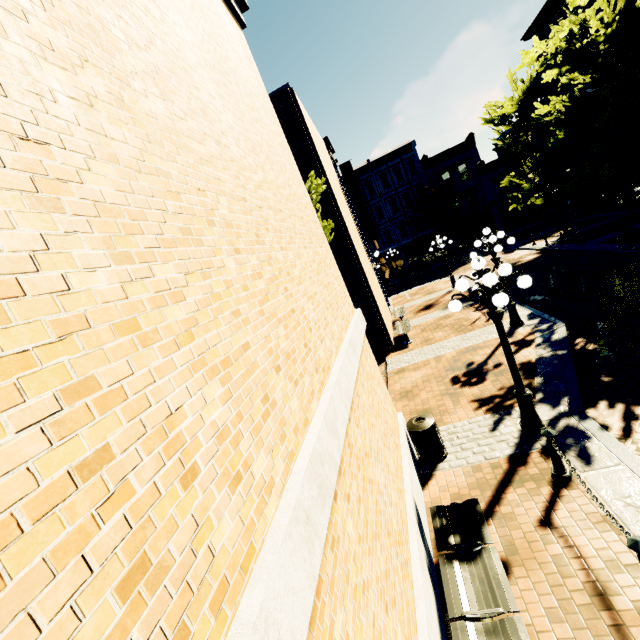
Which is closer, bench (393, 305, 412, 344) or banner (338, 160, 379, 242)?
bench (393, 305, 412, 344)

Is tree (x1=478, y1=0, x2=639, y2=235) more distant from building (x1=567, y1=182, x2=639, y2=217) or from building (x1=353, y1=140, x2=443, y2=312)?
building (x1=567, y1=182, x2=639, y2=217)

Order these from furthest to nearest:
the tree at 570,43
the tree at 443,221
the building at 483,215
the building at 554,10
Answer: the building at 483,215 → the tree at 443,221 → the building at 554,10 → the tree at 570,43

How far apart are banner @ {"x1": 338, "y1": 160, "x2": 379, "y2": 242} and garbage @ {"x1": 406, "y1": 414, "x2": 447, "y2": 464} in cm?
1520

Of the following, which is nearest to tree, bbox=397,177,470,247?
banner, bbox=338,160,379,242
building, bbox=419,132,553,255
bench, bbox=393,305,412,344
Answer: building, bbox=419,132,553,255

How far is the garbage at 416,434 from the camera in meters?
6.6

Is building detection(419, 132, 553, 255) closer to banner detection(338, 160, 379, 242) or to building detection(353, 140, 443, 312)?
building detection(353, 140, 443, 312)

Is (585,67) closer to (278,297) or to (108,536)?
(278,297)
